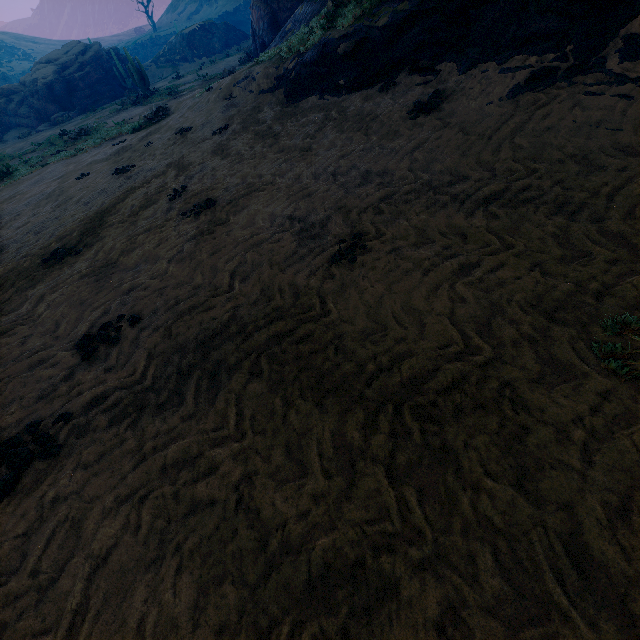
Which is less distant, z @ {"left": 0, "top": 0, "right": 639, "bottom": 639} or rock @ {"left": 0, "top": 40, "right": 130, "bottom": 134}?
z @ {"left": 0, "top": 0, "right": 639, "bottom": 639}

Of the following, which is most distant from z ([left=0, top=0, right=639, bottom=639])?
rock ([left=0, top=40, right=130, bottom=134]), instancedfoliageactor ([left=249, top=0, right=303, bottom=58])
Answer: rock ([left=0, top=40, right=130, bottom=134])

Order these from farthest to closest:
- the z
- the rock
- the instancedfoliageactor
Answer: the rock
the instancedfoliageactor
the z

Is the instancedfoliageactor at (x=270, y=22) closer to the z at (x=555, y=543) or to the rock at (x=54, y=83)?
the rock at (x=54, y=83)

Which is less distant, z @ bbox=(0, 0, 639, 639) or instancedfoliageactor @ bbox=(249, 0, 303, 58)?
z @ bbox=(0, 0, 639, 639)

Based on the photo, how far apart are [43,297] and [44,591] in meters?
4.7

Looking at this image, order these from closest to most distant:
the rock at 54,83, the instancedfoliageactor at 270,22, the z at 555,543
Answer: the z at 555,543
the instancedfoliageactor at 270,22
the rock at 54,83
